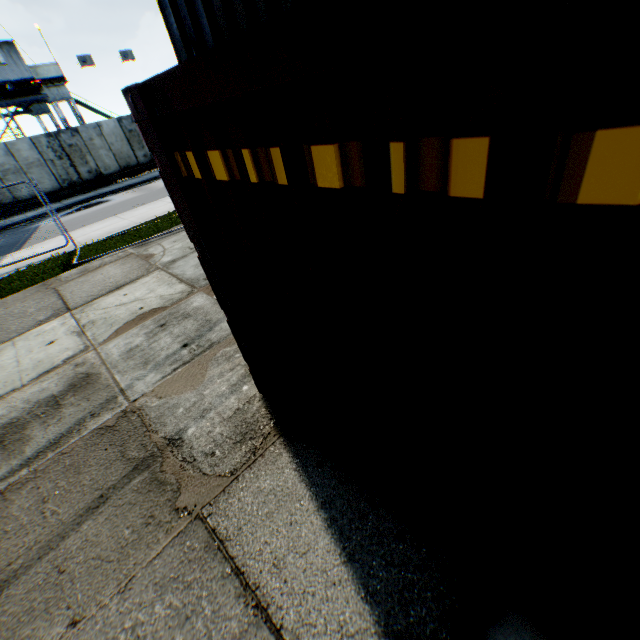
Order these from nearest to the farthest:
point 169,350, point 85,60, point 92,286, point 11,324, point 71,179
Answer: point 169,350
point 11,324
point 92,286
point 71,179
point 85,60

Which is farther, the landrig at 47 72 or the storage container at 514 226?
the landrig at 47 72

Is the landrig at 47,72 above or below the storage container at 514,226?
above

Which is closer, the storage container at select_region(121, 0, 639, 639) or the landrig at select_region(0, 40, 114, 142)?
the storage container at select_region(121, 0, 639, 639)

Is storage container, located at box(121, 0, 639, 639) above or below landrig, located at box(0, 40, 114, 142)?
below
